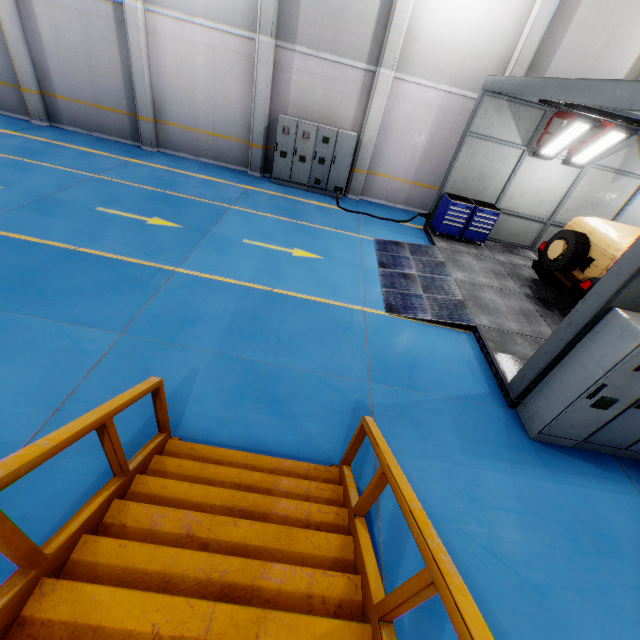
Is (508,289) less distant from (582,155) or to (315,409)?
(582,155)

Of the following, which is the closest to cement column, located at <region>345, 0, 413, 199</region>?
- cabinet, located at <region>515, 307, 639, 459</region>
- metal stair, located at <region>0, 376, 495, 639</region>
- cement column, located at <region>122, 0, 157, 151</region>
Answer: cement column, located at <region>122, 0, 157, 151</region>

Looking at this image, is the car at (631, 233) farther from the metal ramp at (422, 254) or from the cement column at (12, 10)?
the cement column at (12, 10)

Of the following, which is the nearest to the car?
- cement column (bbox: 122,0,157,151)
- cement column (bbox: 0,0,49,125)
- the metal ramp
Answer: the metal ramp

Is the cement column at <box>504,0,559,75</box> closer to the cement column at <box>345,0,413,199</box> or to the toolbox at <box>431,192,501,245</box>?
the toolbox at <box>431,192,501,245</box>

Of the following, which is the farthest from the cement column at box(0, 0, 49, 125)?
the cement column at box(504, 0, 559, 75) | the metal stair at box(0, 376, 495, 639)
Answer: the cement column at box(504, 0, 559, 75)

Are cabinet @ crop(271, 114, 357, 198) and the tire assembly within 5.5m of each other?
no

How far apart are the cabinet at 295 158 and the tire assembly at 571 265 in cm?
682
